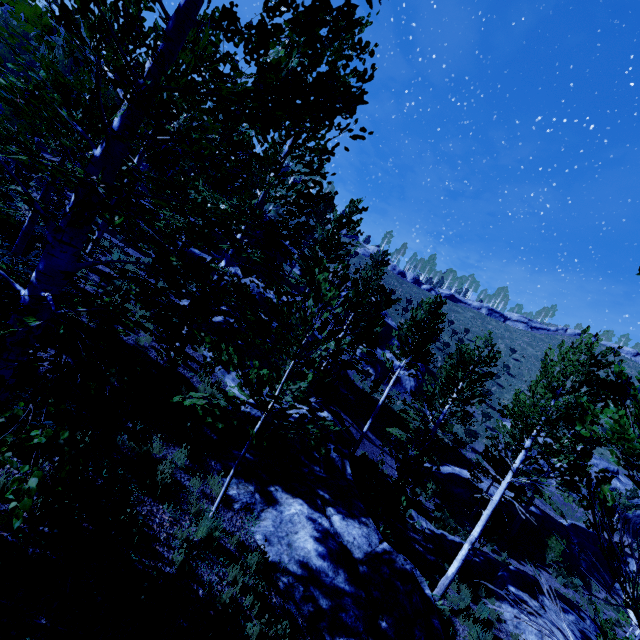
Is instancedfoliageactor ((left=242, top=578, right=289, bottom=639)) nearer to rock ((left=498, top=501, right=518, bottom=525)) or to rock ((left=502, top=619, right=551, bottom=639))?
rock ((left=502, top=619, right=551, bottom=639))

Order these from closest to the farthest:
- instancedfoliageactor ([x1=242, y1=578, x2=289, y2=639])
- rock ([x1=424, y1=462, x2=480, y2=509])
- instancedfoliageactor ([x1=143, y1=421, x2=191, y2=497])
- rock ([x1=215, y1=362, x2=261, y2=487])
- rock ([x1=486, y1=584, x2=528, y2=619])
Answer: instancedfoliageactor ([x1=242, y1=578, x2=289, y2=639]) → instancedfoliageactor ([x1=143, y1=421, x2=191, y2=497]) → rock ([x1=215, y1=362, x2=261, y2=487]) → rock ([x1=486, y1=584, x2=528, y2=619]) → rock ([x1=424, y1=462, x2=480, y2=509])

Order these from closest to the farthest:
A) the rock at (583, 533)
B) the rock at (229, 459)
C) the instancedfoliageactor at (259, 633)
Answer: the instancedfoliageactor at (259, 633)
the rock at (229, 459)
the rock at (583, 533)

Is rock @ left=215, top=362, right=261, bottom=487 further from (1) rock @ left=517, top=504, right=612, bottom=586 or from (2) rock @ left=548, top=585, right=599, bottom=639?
(1) rock @ left=517, top=504, right=612, bottom=586

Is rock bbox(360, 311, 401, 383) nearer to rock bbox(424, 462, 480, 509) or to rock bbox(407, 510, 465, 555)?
rock bbox(424, 462, 480, 509)

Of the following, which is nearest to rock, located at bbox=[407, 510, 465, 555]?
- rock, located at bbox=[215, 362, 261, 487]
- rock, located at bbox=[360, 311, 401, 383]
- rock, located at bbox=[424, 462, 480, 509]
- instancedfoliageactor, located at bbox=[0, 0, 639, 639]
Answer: instancedfoliageactor, located at bbox=[0, 0, 639, 639]

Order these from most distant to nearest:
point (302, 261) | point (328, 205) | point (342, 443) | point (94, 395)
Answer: point (328, 205) < point (302, 261) < point (342, 443) < point (94, 395)

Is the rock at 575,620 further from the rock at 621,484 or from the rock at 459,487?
the rock at 621,484
